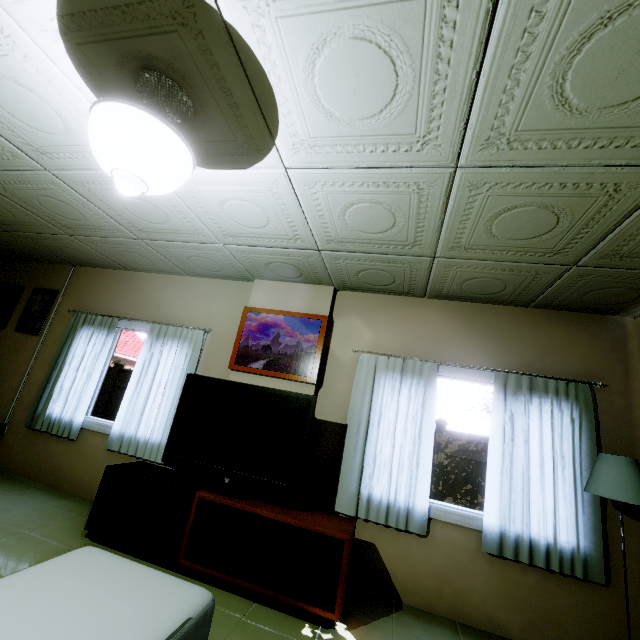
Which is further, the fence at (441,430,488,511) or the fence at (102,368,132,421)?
the fence at (102,368,132,421)

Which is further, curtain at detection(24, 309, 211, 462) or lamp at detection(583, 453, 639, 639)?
curtain at detection(24, 309, 211, 462)

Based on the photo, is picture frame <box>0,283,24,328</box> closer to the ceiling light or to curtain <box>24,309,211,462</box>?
curtain <box>24,309,211,462</box>

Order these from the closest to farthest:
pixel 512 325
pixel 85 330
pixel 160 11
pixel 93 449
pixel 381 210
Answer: pixel 160 11, pixel 381 210, pixel 512 325, pixel 93 449, pixel 85 330

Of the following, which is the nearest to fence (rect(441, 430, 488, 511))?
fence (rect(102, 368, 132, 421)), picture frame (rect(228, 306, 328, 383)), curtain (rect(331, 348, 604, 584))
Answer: fence (rect(102, 368, 132, 421))

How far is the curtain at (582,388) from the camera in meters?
2.6

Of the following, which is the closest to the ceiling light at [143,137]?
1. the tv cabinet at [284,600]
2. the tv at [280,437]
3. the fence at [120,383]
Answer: the tv at [280,437]

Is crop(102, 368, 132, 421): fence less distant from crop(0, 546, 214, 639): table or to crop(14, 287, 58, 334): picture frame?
crop(14, 287, 58, 334): picture frame
